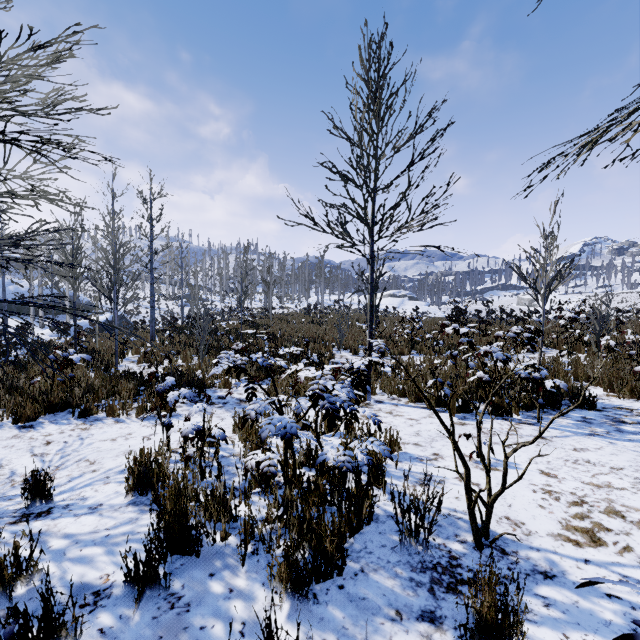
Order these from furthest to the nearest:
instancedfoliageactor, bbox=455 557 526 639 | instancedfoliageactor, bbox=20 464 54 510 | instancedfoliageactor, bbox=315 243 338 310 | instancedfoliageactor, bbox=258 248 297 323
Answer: instancedfoliageactor, bbox=315 243 338 310 → instancedfoliageactor, bbox=258 248 297 323 → instancedfoliageactor, bbox=20 464 54 510 → instancedfoliageactor, bbox=455 557 526 639

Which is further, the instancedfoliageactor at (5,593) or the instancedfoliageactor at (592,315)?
the instancedfoliageactor at (592,315)

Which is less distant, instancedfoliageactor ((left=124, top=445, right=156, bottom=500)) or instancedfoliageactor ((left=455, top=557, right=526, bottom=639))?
instancedfoliageactor ((left=455, top=557, right=526, bottom=639))

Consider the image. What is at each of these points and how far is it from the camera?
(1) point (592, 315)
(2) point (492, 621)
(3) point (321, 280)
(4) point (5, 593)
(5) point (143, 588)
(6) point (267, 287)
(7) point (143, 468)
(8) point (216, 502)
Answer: (1) instancedfoliageactor, 8.95m
(2) instancedfoliageactor, 1.57m
(3) instancedfoliageactor, 57.00m
(4) instancedfoliageactor, 1.86m
(5) instancedfoliageactor, 1.86m
(6) instancedfoliageactor, 20.95m
(7) instancedfoliageactor, 2.96m
(8) instancedfoliageactor, 2.32m

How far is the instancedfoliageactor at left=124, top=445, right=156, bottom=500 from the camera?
2.9m

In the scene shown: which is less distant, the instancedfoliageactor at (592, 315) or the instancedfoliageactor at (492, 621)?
the instancedfoliageactor at (492, 621)

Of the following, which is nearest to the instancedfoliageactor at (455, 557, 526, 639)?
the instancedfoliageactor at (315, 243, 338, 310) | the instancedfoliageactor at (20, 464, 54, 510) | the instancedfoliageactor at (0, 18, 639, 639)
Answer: the instancedfoliageactor at (0, 18, 639, 639)
